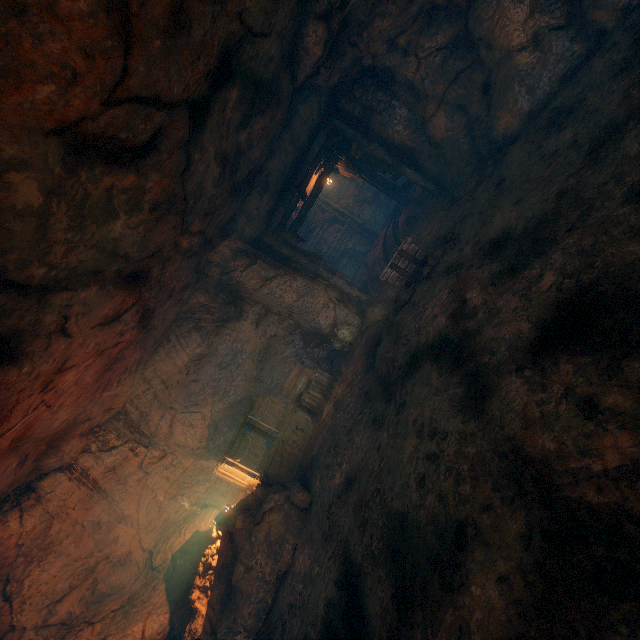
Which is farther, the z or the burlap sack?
the z

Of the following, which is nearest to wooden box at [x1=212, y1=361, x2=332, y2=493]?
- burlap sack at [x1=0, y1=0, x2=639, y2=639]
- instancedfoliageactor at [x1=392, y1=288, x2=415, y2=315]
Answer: burlap sack at [x1=0, y1=0, x2=639, y2=639]

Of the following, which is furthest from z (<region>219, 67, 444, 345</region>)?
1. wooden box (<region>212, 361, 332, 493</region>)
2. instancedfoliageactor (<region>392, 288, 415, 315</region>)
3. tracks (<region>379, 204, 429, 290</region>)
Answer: instancedfoliageactor (<region>392, 288, 415, 315</region>)

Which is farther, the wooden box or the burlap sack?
the wooden box

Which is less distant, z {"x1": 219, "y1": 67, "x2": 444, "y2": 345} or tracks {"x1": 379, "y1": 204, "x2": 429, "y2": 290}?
tracks {"x1": 379, "y1": 204, "x2": 429, "y2": 290}

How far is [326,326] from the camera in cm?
1045

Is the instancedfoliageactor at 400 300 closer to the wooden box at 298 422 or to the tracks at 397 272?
the tracks at 397 272

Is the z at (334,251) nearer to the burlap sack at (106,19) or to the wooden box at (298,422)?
the burlap sack at (106,19)
